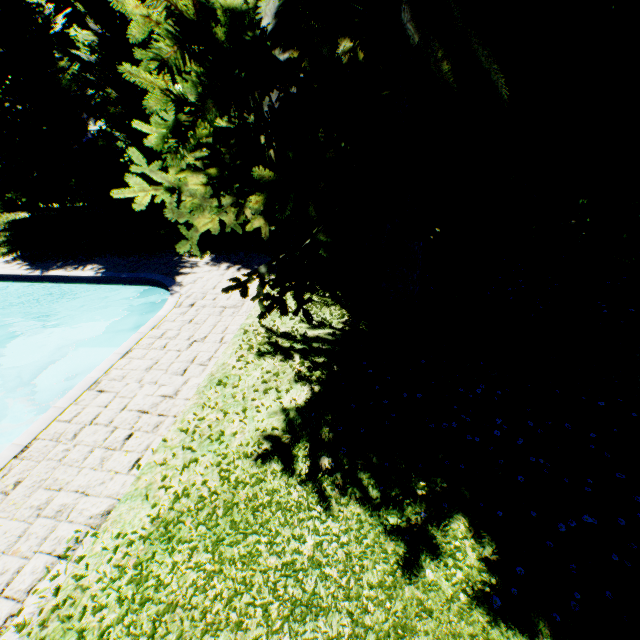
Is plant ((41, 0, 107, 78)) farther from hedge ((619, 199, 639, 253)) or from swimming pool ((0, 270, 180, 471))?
swimming pool ((0, 270, 180, 471))

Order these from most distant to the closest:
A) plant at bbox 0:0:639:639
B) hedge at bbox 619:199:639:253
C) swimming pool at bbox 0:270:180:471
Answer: hedge at bbox 619:199:639:253 < swimming pool at bbox 0:270:180:471 < plant at bbox 0:0:639:639

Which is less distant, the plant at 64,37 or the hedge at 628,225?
the hedge at 628,225

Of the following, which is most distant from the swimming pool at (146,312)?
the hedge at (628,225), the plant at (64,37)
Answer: the hedge at (628,225)

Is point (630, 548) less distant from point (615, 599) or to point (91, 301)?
point (615, 599)

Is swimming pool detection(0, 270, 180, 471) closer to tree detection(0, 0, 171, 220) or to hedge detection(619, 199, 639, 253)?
tree detection(0, 0, 171, 220)

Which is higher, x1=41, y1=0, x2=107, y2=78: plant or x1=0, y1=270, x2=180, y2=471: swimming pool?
x1=41, y1=0, x2=107, y2=78: plant

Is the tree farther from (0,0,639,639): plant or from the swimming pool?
the swimming pool
